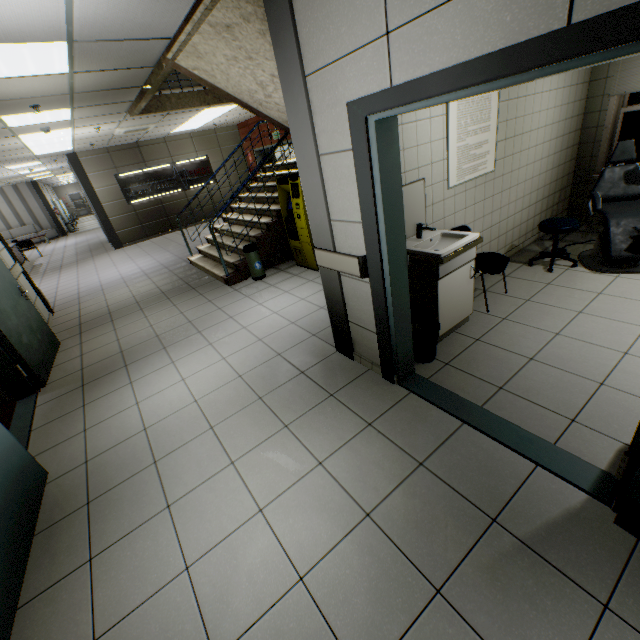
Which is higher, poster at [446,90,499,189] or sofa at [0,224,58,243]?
poster at [446,90,499,189]

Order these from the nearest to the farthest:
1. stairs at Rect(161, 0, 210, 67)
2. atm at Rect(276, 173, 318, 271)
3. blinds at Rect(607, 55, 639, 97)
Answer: stairs at Rect(161, 0, 210, 67) < blinds at Rect(607, 55, 639, 97) < atm at Rect(276, 173, 318, 271)

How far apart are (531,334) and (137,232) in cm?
1346

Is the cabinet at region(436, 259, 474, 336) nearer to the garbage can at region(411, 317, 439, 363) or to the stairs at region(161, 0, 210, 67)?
the garbage can at region(411, 317, 439, 363)

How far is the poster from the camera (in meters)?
3.26

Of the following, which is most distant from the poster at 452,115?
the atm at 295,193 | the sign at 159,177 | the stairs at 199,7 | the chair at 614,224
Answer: the sign at 159,177

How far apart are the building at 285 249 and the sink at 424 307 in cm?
365

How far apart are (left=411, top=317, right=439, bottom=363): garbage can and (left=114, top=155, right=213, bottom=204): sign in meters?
12.6 m
